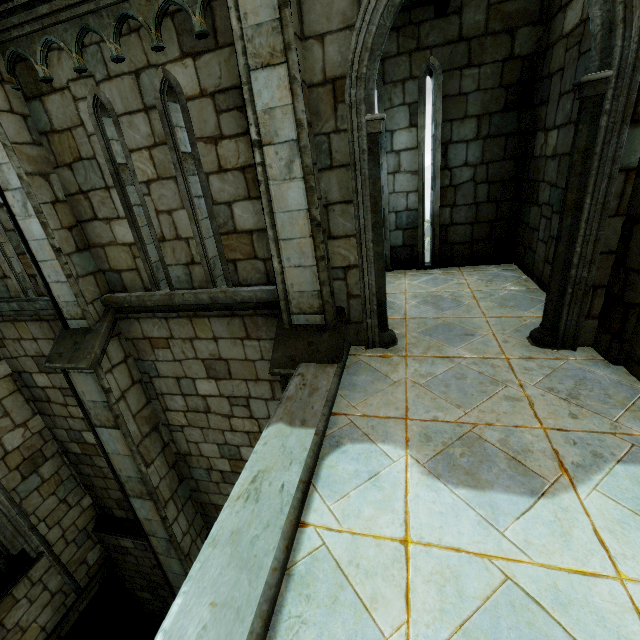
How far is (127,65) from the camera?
3.57m
